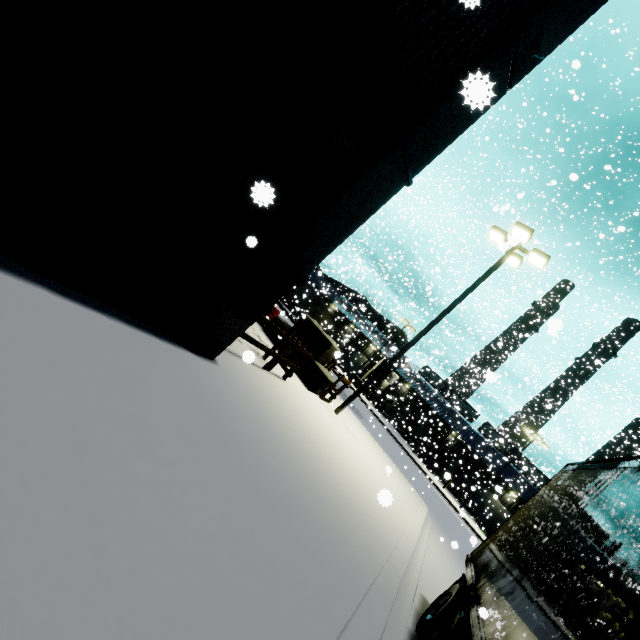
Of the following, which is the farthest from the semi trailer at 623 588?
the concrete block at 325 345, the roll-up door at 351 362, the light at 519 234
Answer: the light at 519 234

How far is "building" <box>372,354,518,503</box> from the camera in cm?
3853

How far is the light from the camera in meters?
11.8

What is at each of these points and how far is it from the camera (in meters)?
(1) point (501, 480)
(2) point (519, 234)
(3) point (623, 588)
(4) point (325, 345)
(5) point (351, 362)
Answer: (1) building, 37.19
(2) light, 11.96
(3) semi trailer, 2.21
(4) concrete block, 12.80
(5) roll-up door, 41.16

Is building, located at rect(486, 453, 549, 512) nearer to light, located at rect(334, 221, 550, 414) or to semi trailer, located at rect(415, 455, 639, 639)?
semi trailer, located at rect(415, 455, 639, 639)

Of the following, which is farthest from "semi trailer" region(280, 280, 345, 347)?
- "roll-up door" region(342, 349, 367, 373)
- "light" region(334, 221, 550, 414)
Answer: "light" region(334, 221, 550, 414)

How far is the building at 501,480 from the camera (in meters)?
33.55

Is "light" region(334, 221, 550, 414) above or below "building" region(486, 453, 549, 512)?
above
